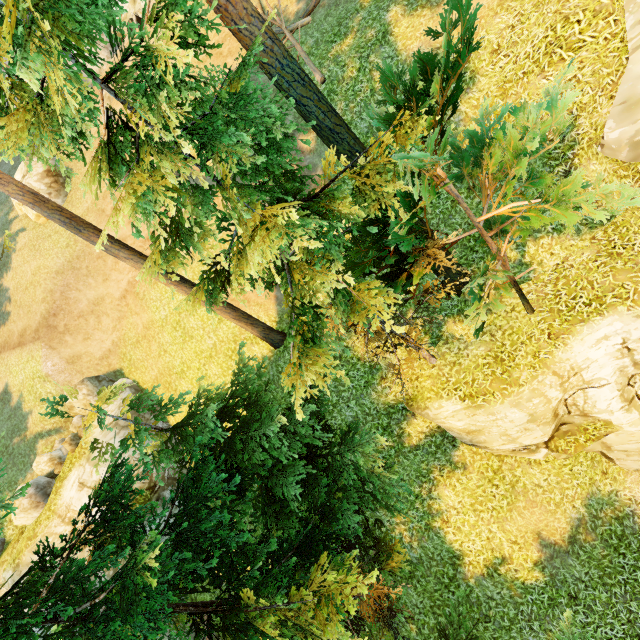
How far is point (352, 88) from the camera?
12.45m

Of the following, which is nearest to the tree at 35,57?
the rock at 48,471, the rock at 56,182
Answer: the rock at 48,471

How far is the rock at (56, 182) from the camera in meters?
19.4

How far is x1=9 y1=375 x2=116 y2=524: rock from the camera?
14.8m

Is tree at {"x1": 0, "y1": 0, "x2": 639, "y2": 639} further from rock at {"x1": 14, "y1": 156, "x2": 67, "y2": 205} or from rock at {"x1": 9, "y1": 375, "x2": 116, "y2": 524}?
rock at {"x1": 14, "y1": 156, "x2": 67, "y2": 205}

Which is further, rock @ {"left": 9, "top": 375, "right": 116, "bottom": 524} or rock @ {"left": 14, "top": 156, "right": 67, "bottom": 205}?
rock @ {"left": 14, "top": 156, "right": 67, "bottom": 205}
